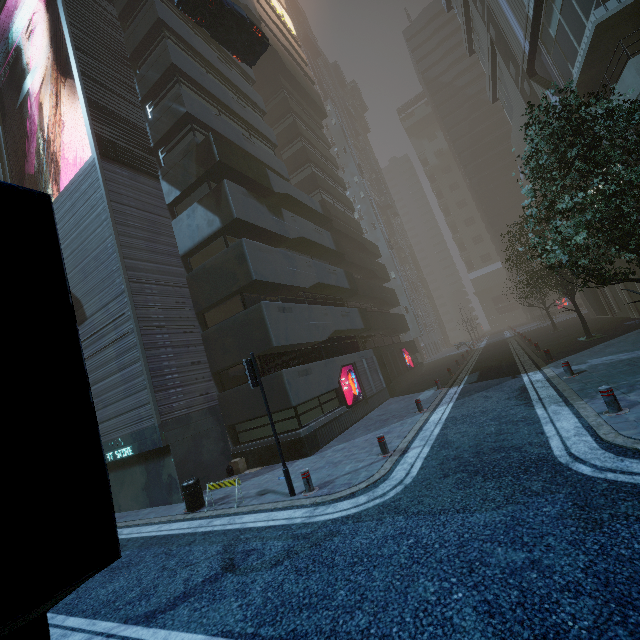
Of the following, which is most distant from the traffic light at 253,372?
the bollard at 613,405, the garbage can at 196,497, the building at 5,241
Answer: the bollard at 613,405

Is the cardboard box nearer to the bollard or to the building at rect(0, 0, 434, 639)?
the building at rect(0, 0, 434, 639)

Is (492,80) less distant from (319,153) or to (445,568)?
(319,153)

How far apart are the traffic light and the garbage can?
3.6 meters

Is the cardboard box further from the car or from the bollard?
the car

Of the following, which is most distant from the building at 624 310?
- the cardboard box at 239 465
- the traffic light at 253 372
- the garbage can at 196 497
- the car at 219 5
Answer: the traffic light at 253 372

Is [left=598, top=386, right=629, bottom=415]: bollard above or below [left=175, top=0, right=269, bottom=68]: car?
below

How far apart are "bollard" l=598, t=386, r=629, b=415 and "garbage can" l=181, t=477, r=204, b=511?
11.20m
